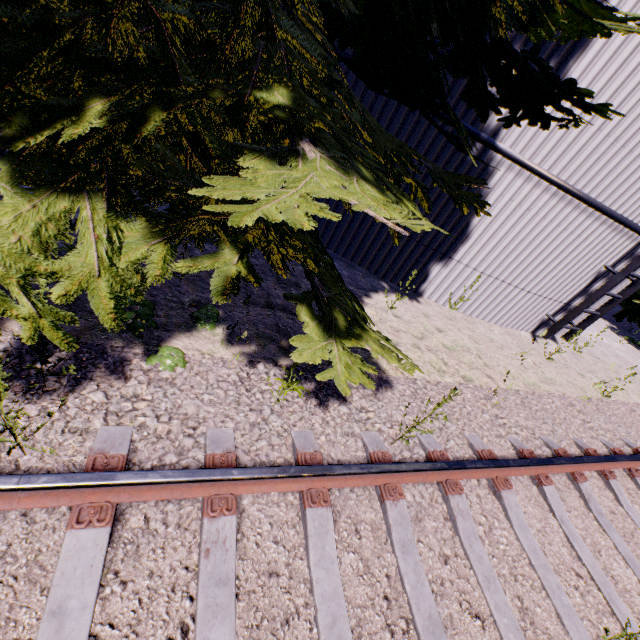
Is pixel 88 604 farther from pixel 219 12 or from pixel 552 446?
pixel 552 446

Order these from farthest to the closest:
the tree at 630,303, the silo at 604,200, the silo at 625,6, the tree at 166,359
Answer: the tree at 630,303, the silo at 604,200, the silo at 625,6, the tree at 166,359

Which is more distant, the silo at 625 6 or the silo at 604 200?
the silo at 604 200

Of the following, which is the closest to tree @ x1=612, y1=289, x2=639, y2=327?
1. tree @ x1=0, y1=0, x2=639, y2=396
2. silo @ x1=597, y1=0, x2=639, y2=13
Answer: silo @ x1=597, y1=0, x2=639, y2=13

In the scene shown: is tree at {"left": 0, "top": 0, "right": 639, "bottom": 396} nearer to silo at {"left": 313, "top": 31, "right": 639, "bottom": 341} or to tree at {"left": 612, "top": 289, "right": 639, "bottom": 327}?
silo at {"left": 313, "top": 31, "right": 639, "bottom": 341}

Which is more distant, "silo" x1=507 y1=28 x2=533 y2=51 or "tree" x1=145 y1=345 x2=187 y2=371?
"silo" x1=507 y1=28 x2=533 y2=51

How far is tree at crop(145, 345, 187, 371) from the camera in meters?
2.9
